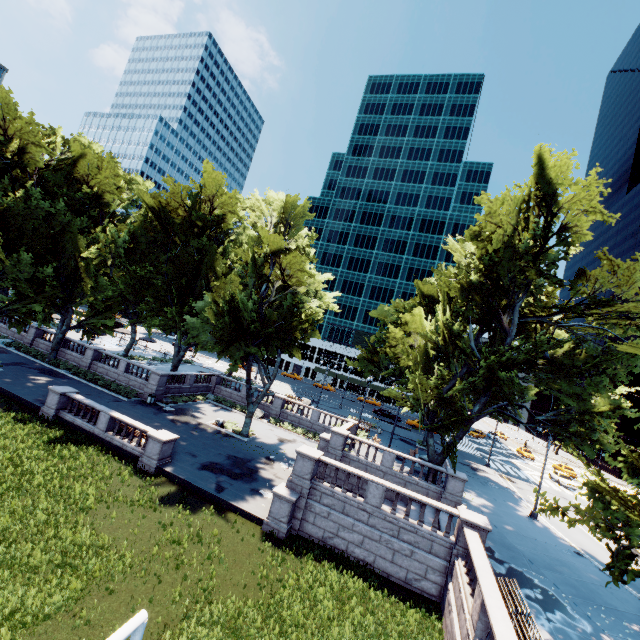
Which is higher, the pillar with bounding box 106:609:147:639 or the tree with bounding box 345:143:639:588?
the tree with bounding box 345:143:639:588

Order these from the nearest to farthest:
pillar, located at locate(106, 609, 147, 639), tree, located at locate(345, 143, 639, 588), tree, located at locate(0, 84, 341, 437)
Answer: pillar, located at locate(106, 609, 147, 639) → tree, located at locate(345, 143, 639, 588) → tree, located at locate(0, 84, 341, 437)

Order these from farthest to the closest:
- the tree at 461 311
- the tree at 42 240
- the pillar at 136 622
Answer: the tree at 42 240 < the tree at 461 311 < the pillar at 136 622

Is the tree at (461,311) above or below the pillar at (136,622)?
above

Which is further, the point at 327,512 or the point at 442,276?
the point at 442,276

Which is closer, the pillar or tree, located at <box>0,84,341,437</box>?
the pillar
